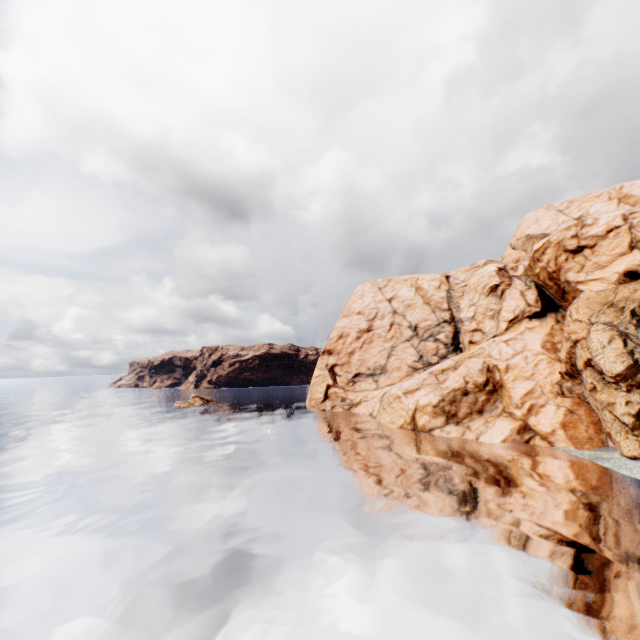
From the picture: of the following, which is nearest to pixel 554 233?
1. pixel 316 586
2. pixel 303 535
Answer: pixel 303 535
